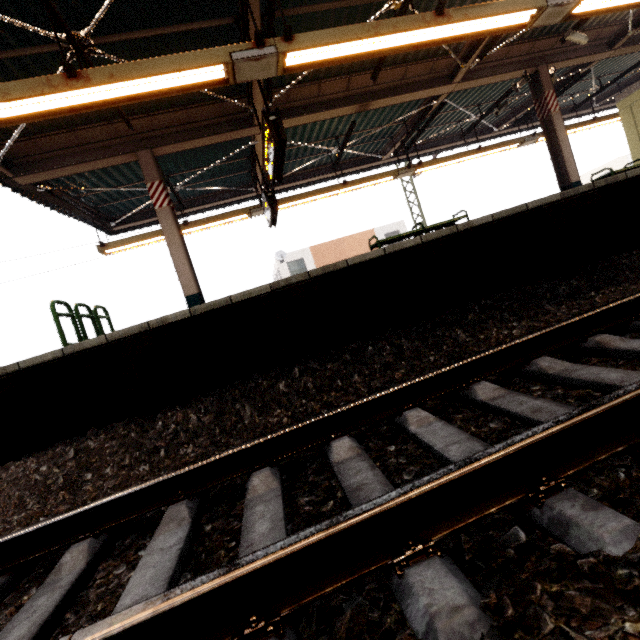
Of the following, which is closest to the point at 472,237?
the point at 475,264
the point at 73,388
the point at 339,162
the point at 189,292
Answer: the point at 475,264

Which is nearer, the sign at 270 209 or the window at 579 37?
the window at 579 37

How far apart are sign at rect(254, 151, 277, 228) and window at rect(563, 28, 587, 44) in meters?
7.4

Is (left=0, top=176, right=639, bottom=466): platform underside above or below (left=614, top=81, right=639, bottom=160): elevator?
below

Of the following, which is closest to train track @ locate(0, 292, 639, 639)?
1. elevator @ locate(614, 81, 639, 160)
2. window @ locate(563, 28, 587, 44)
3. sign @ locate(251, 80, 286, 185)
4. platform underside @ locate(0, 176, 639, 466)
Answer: platform underside @ locate(0, 176, 639, 466)

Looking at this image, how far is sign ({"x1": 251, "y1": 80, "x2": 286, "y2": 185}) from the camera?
4.9 meters

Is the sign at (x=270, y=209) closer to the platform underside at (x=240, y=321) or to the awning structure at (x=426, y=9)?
the awning structure at (x=426, y=9)

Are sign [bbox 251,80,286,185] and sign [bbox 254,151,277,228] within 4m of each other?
yes
